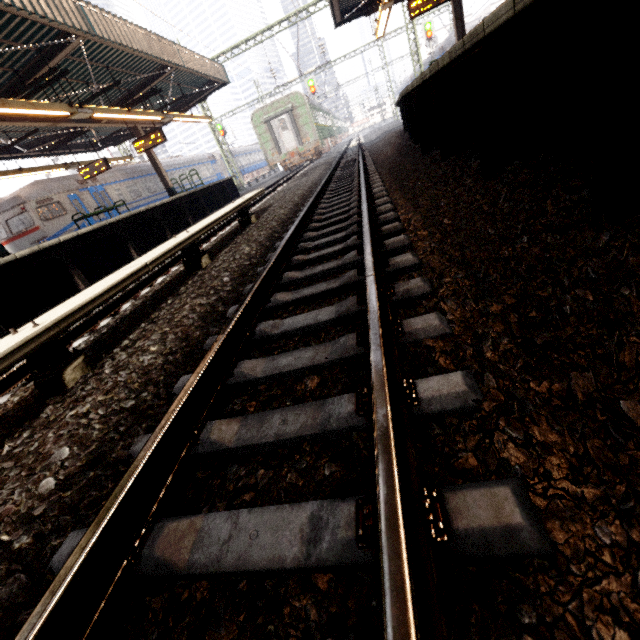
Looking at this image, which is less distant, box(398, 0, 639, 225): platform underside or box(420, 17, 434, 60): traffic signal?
box(398, 0, 639, 225): platform underside

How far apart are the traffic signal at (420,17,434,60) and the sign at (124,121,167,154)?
23.6m

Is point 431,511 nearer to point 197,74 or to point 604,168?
point 604,168

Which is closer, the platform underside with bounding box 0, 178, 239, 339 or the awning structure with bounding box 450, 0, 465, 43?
the platform underside with bounding box 0, 178, 239, 339

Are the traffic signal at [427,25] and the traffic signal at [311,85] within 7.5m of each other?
no

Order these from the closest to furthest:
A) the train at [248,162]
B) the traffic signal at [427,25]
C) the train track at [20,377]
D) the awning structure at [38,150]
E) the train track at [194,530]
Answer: the train track at [194,530], the train track at [20,377], the awning structure at [38,150], the train at [248,162], the traffic signal at [427,25]

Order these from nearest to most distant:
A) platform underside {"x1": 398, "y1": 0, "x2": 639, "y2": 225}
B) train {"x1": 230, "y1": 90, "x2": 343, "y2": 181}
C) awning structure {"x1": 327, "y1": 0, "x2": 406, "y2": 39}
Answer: platform underside {"x1": 398, "y1": 0, "x2": 639, "y2": 225}, awning structure {"x1": 327, "y1": 0, "x2": 406, "y2": 39}, train {"x1": 230, "y1": 90, "x2": 343, "y2": 181}

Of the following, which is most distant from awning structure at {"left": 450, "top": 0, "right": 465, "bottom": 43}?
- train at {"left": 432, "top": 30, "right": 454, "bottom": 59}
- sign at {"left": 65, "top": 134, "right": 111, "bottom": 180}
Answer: sign at {"left": 65, "top": 134, "right": 111, "bottom": 180}
